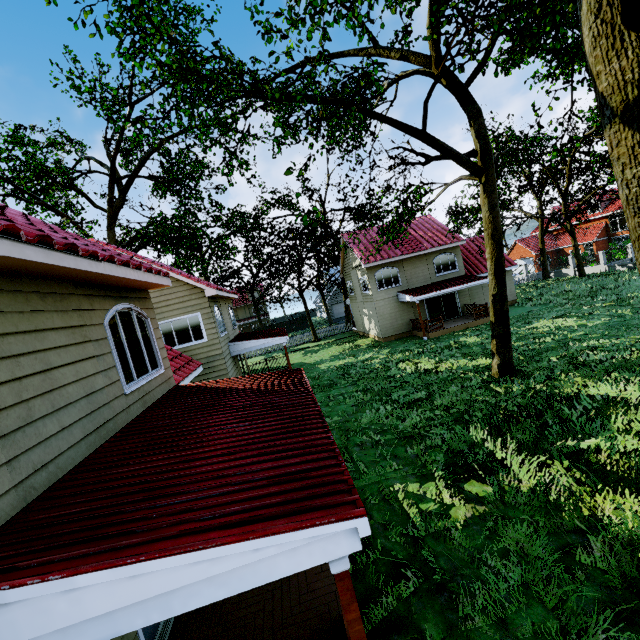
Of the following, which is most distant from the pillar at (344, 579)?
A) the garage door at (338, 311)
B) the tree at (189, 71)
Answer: the garage door at (338, 311)

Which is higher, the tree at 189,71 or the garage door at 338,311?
the tree at 189,71

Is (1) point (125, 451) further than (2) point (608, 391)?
Answer: No

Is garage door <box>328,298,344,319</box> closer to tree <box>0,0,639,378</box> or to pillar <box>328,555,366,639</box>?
tree <box>0,0,639,378</box>

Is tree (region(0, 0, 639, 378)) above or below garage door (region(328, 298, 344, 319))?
above

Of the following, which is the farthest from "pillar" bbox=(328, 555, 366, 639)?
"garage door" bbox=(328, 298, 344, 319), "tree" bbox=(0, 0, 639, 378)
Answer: "garage door" bbox=(328, 298, 344, 319)
